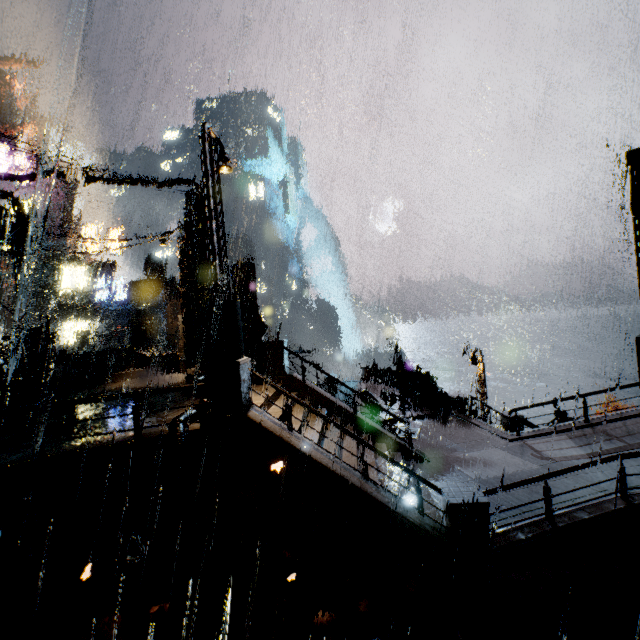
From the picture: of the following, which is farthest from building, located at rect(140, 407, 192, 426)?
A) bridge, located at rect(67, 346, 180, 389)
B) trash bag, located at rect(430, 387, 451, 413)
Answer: trash bag, located at rect(430, 387, 451, 413)

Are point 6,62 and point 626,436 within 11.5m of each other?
no

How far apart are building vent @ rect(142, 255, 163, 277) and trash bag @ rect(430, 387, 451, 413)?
55.5 meters

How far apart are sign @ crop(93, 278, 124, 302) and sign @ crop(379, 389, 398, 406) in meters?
35.7

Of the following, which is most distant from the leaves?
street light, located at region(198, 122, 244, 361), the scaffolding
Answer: the scaffolding

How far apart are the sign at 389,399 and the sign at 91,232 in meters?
33.7

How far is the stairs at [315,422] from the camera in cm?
1019

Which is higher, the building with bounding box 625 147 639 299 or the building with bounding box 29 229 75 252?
the building with bounding box 29 229 75 252
